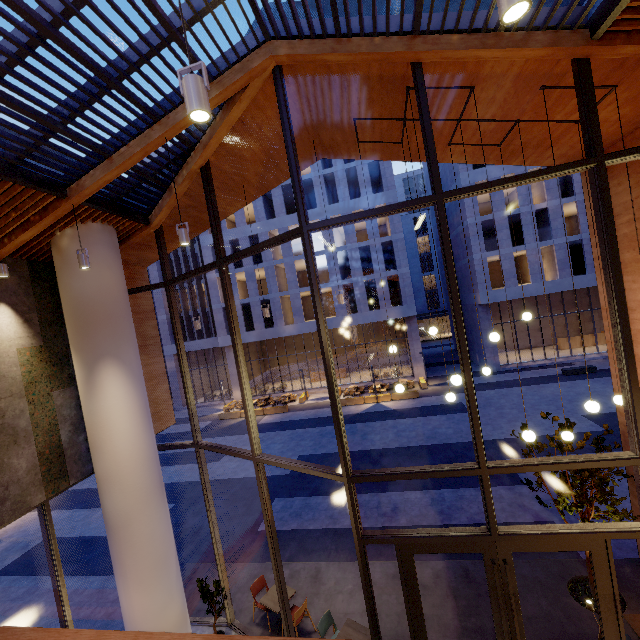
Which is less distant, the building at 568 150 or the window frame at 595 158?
the window frame at 595 158

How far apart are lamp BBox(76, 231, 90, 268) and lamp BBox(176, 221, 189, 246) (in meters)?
1.81

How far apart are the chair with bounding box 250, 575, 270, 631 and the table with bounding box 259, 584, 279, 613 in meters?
0.2

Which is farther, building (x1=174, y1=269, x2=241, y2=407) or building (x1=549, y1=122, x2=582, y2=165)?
building (x1=174, y1=269, x2=241, y2=407)

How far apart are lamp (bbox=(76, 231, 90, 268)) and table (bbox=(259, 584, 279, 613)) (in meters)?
8.30

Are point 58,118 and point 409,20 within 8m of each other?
yes

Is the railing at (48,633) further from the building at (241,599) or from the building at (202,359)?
the building at (202,359)

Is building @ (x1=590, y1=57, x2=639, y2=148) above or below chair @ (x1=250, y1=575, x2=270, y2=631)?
above
